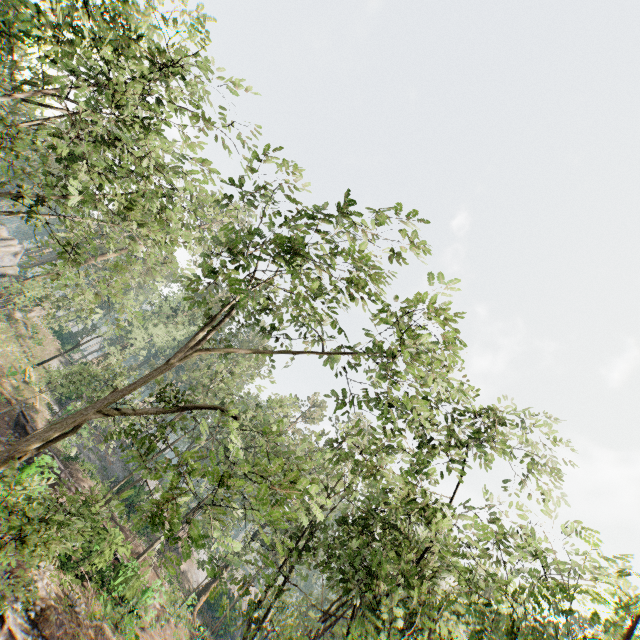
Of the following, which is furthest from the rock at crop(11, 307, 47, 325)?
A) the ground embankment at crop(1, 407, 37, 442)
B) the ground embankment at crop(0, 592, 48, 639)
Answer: the ground embankment at crop(0, 592, 48, 639)

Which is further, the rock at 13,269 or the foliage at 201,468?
the rock at 13,269

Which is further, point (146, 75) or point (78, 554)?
point (78, 554)

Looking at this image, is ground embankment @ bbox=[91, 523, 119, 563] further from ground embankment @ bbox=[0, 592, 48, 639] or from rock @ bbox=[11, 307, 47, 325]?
rock @ bbox=[11, 307, 47, 325]

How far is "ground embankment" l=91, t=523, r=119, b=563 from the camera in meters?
18.7

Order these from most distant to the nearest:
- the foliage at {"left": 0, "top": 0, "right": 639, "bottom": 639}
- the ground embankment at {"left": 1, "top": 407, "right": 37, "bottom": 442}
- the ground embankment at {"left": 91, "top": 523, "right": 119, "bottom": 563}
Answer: the ground embankment at {"left": 1, "top": 407, "right": 37, "bottom": 442}
the ground embankment at {"left": 91, "top": 523, "right": 119, "bottom": 563}
the foliage at {"left": 0, "top": 0, "right": 639, "bottom": 639}

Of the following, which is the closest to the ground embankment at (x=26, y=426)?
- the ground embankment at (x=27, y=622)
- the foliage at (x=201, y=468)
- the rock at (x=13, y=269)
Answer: the foliage at (x=201, y=468)
